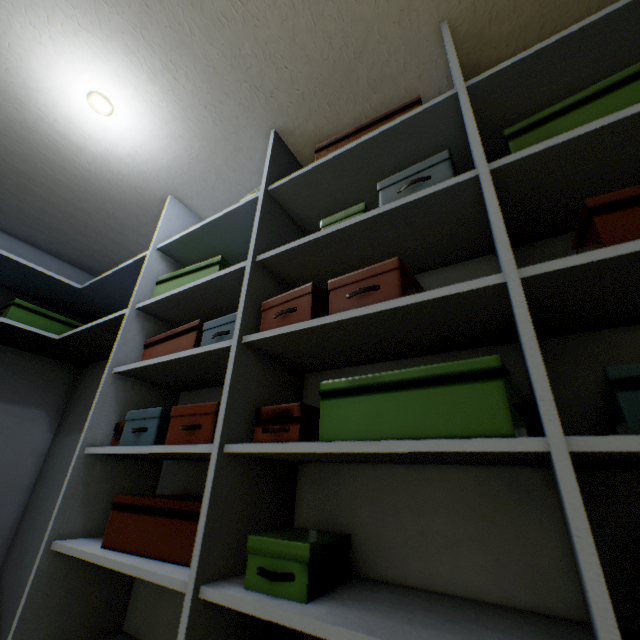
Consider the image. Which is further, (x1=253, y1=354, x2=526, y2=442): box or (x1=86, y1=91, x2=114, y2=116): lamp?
(x1=86, y1=91, x2=114, y2=116): lamp

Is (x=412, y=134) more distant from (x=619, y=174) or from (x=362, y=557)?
(x=362, y=557)

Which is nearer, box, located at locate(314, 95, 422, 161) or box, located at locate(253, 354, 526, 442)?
box, located at locate(253, 354, 526, 442)

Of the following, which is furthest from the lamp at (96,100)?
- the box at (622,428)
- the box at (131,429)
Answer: the box at (622,428)

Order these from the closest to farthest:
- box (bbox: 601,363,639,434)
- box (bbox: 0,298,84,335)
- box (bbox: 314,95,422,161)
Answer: box (bbox: 601,363,639,434), box (bbox: 314,95,422,161), box (bbox: 0,298,84,335)

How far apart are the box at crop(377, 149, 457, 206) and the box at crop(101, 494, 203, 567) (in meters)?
1.03

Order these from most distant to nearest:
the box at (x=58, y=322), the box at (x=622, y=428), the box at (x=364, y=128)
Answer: the box at (x=58, y=322), the box at (x=364, y=128), the box at (x=622, y=428)

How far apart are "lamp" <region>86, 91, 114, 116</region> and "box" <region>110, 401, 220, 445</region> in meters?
1.3
